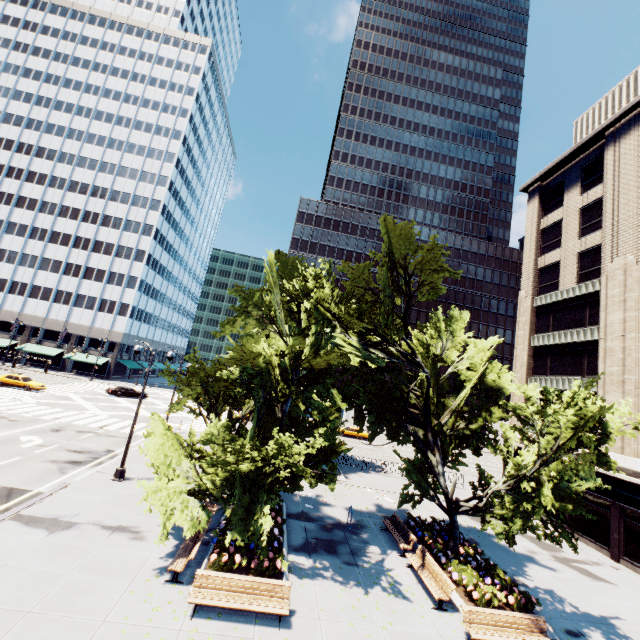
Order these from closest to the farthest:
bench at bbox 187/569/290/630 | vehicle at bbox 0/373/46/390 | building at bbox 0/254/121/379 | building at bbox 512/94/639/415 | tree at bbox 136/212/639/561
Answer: bench at bbox 187/569/290/630 → tree at bbox 136/212/639/561 → building at bbox 512/94/639/415 → vehicle at bbox 0/373/46/390 → building at bbox 0/254/121/379

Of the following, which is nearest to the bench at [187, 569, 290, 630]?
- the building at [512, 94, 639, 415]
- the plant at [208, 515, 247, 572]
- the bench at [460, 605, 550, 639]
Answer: the plant at [208, 515, 247, 572]

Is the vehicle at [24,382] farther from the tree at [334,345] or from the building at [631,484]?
the building at [631,484]

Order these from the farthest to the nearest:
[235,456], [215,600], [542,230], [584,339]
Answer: [542,230]
[584,339]
[235,456]
[215,600]

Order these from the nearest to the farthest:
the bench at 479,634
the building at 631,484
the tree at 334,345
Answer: the bench at 479,634
the tree at 334,345
the building at 631,484

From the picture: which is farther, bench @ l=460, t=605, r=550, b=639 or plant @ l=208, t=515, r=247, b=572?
plant @ l=208, t=515, r=247, b=572

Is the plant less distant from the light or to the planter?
the planter

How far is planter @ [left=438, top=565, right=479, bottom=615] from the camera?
11.81m
